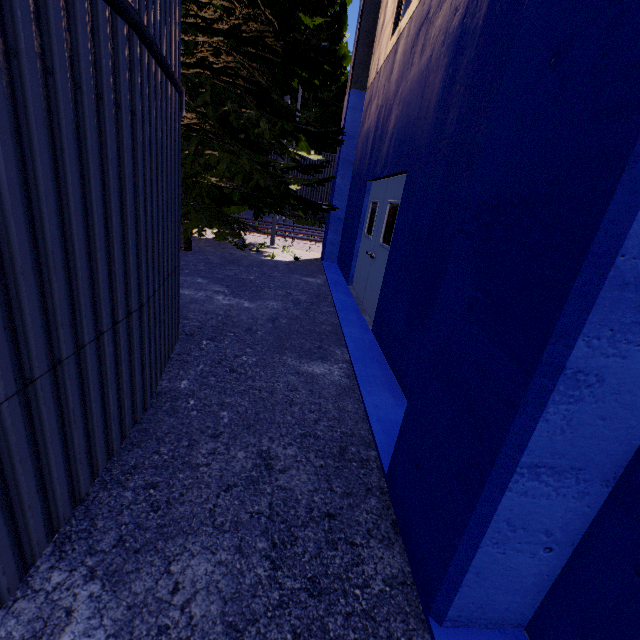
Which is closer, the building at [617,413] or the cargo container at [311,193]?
the building at [617,413]

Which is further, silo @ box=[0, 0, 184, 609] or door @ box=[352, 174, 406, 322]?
door @ box=[352, 174, 406, 322]

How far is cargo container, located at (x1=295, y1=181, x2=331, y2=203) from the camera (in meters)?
16.86

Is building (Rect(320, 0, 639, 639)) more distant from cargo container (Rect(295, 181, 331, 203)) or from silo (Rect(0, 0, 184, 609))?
cargo container (Rect(295, 181, 331, 203))

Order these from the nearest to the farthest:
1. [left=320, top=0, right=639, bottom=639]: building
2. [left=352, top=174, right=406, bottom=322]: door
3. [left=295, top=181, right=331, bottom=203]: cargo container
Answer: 1. [left=320, top=0, right=639, bottom=639]: building
2. [left=352, top=174, right=406, bottom=322]: door
3. [left=295, top=181, right=331, bottom=203]: cargo container

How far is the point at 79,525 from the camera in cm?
185

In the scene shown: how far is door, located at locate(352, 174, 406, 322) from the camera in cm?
541

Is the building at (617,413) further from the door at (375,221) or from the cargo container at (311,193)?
the cargo container at (311,193)
